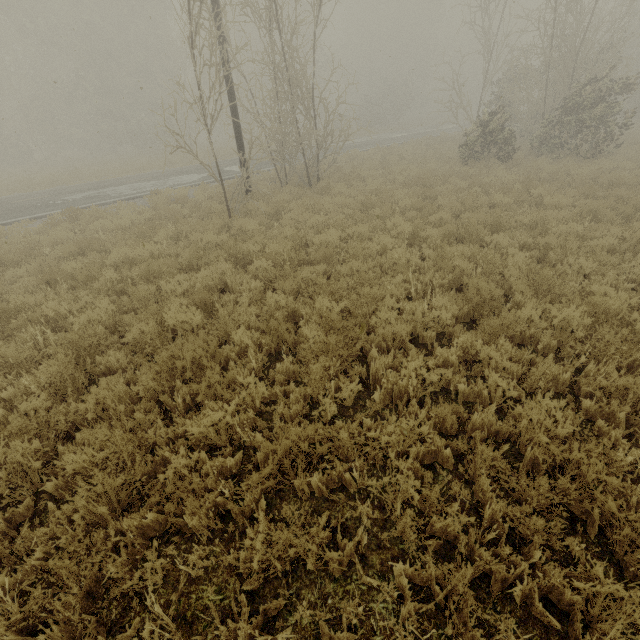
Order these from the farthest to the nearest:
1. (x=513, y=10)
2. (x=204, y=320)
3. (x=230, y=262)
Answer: (x=513, y=10) → (x=230, y=262) → (x=204, y=320)
